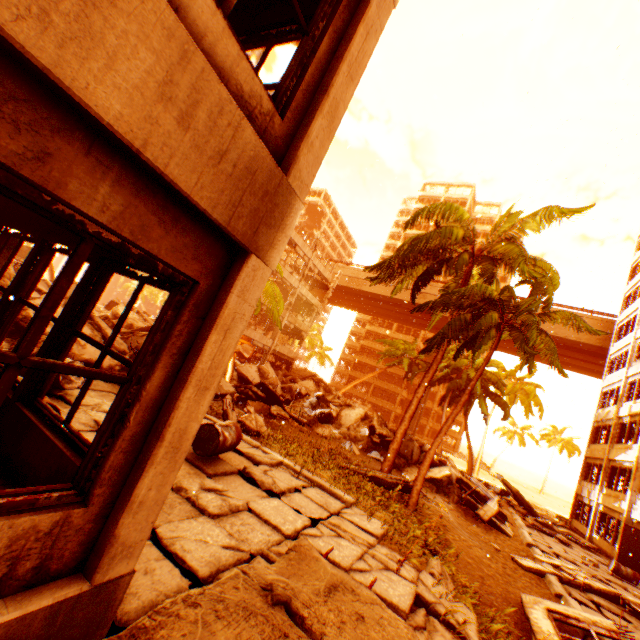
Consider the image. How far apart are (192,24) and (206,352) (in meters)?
1.95

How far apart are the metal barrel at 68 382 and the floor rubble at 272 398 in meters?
11.4

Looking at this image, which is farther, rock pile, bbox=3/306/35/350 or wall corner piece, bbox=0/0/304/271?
rock pile, bbox=3/306/35/350

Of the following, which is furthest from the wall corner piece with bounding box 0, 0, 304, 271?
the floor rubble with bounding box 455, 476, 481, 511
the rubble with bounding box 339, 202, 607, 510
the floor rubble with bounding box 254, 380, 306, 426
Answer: the floor rubble with bounding box 254, 380, 306, 426

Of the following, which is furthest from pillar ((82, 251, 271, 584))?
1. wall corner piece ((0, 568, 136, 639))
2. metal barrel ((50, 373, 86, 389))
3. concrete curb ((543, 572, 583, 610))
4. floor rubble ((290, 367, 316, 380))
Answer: floor rubble ((290, 367, 316, 380))

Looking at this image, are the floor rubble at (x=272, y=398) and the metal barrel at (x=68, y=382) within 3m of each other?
no

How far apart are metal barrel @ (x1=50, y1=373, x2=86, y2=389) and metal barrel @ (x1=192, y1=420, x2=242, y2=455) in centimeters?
244cm

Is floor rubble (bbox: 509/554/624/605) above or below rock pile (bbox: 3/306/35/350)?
below
